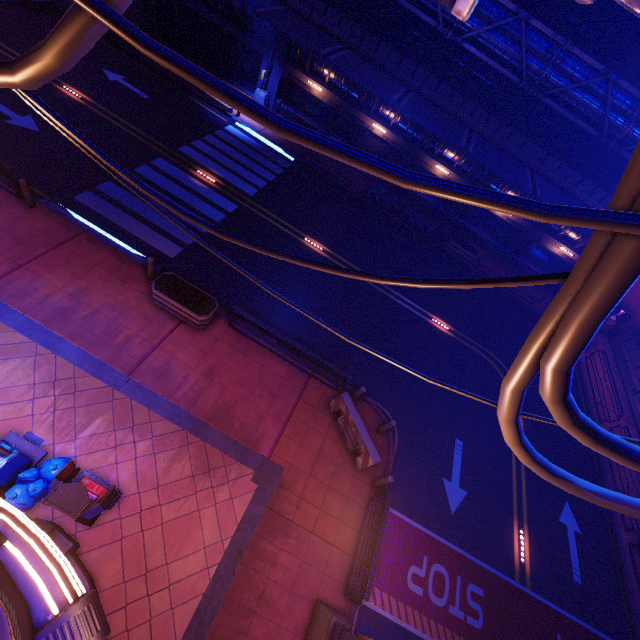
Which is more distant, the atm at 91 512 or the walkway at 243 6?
the walkway at 243 6

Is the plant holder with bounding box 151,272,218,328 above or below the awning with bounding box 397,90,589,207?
below

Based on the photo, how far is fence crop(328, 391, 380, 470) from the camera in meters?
10.5 m

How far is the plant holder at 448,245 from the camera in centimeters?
2084cm

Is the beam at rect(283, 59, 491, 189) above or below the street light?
above

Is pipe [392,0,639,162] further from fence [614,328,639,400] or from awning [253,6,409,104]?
fence [614,328,639,400]

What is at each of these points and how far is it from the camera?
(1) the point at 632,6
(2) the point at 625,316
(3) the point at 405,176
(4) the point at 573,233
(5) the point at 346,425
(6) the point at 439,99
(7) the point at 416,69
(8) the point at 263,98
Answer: (1) pipe, 1.9 meters
(2) atm, 22.7 meters
(3) cable, 1.7 meters
(4) walkway, 21.3 meters
(5) fence, 11.2 meters
(6) fence, 19.0 meters
(7) fence, 18.6 meters
(8) street light, 21.9 meters

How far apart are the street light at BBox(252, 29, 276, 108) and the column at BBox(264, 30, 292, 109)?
0.01m
